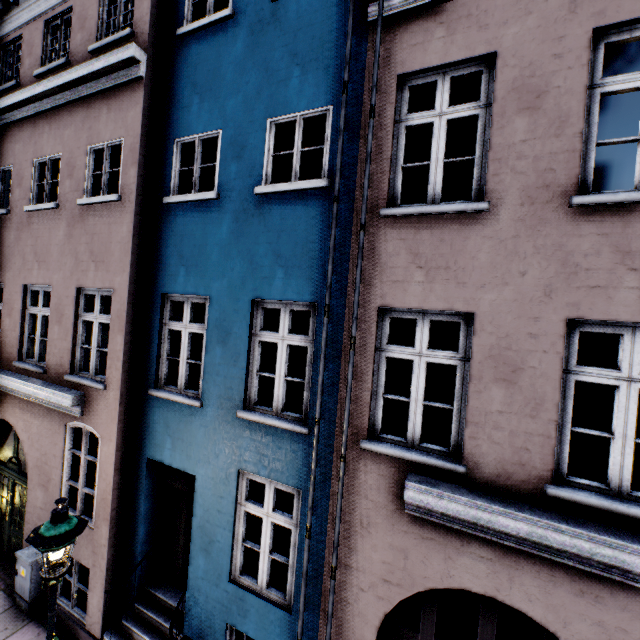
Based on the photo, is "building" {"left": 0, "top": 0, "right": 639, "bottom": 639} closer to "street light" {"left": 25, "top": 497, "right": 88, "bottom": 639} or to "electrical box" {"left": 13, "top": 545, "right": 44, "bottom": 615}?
"electrical box" {"left": 13, "top": 545, "right": 44, "bottom": 615}

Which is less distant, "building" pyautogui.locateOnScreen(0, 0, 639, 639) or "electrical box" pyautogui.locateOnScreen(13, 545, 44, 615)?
"building" pyautogui.locateOnScreen(0, 0, 639, 639)

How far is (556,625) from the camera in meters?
3.3 m

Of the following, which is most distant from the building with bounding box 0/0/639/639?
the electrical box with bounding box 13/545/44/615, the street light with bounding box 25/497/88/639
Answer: the street light with bounding box 25/497/88/639

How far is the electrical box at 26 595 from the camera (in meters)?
6.28

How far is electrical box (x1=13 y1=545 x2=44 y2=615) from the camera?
6.3m

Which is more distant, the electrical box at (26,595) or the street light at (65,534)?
the electrical box at (26,595)
